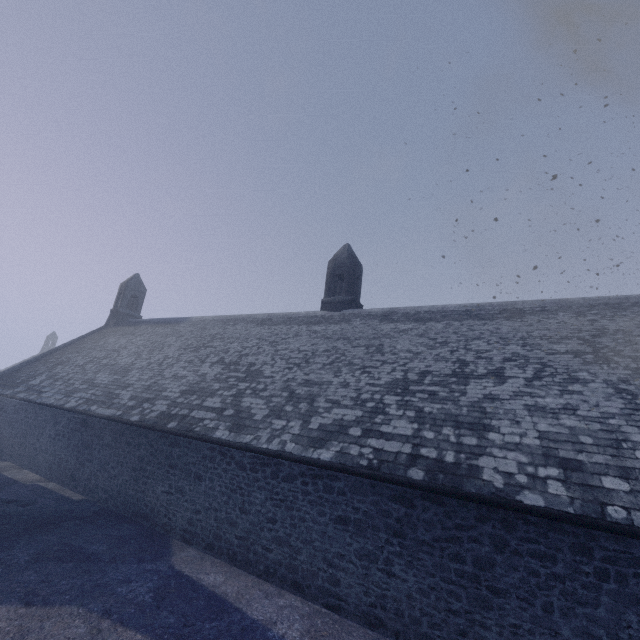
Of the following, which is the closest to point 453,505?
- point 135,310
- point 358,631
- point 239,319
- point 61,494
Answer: point 358,631
